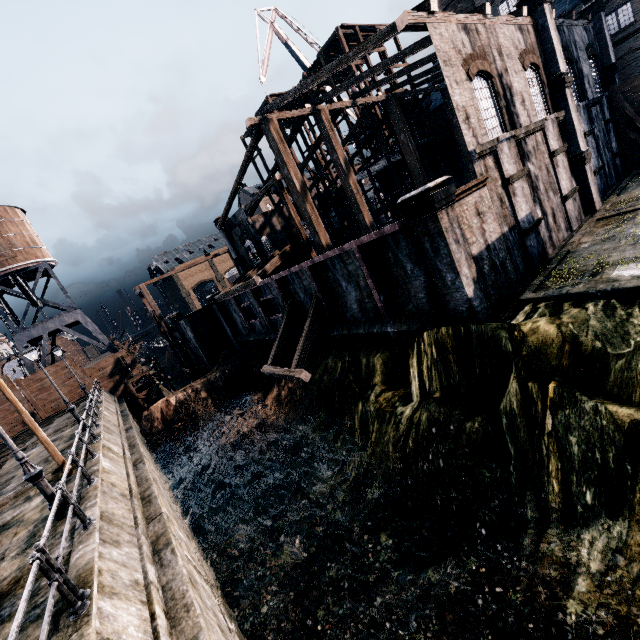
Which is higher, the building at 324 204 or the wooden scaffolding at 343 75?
the wooden scaffolding at 343 75

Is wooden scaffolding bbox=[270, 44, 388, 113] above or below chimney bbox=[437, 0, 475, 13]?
below

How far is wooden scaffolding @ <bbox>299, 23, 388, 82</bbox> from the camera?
30.1 meters

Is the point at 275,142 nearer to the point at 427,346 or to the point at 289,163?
the point at 289,163

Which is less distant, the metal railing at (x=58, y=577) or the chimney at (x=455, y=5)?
the metal railing at (x=58, y=577)

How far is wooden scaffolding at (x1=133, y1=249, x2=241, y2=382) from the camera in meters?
35.3 m

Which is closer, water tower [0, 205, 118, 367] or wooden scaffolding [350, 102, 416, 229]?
wooden scaffolding [350, 102, 416, 229]

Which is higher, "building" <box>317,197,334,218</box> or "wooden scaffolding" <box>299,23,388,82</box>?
"wooden scaffolding" <box>299,23,388,82</box>
